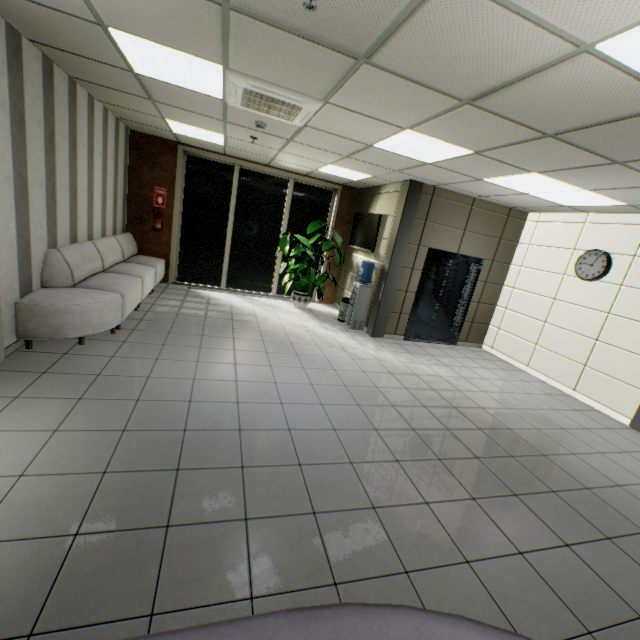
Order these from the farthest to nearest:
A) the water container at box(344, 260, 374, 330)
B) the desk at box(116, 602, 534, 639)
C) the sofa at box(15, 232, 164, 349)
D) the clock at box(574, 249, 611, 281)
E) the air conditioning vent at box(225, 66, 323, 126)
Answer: the water container at box(344, 260, 374, 330), the clock at box(574, 249, 611, 281), the sofa at box(15, 232, 164, 349), the air conditioning vent at box(225, 66, 323, 126), the desk at box(116, 602, 534, 639)

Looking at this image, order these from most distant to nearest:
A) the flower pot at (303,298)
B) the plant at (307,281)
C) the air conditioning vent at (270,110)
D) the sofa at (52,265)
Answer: the flower pot at (303,298)
the plant at (307,281)
the sofa at (52,265)
the air conditioning vent at (270,110)

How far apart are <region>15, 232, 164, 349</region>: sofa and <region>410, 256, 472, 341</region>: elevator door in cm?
557

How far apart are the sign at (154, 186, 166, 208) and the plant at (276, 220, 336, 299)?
3.0m

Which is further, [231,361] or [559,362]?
[559,362]

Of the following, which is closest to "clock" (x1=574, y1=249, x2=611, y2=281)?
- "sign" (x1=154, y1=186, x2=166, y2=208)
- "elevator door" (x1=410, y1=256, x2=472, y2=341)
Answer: "elevator door" (x1=410, y1=256, x2=472, y2=341)

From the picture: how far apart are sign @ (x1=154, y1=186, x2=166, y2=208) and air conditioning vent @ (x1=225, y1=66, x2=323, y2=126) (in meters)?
4.32

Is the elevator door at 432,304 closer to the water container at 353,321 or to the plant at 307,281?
the water container at 353,321
